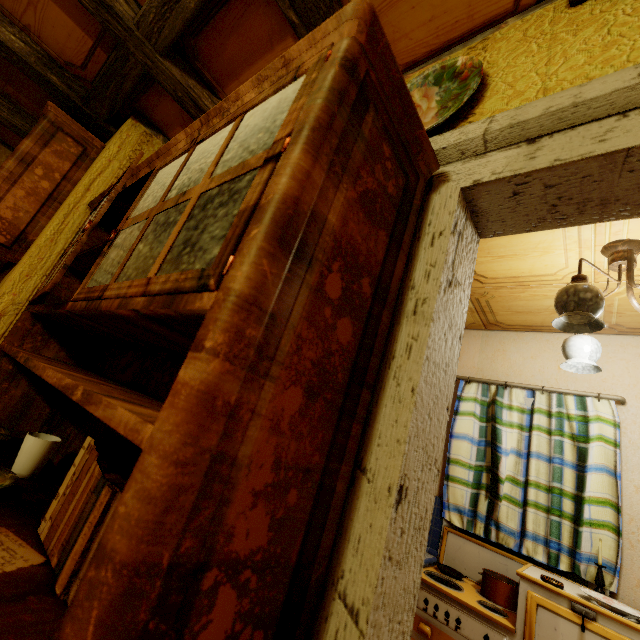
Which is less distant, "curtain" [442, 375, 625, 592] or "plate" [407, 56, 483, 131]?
"plate" [407, 56, 483, 131]

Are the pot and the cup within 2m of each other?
no

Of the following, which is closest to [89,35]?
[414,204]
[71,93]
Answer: [71,93]

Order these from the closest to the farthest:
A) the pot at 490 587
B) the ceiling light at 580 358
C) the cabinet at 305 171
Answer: the cabinet at 305 171 < the ceiling light at 580 358 < the pot at 490 587

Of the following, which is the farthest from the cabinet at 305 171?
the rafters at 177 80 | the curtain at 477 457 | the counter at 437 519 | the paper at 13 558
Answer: the curtain at 477 457

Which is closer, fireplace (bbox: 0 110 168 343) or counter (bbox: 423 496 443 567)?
fireplace (bbox: 0 110 168 343)

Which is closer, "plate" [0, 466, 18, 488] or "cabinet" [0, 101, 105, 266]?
"plate" [0, 466, 18, 488]

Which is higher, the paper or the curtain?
the curtain
